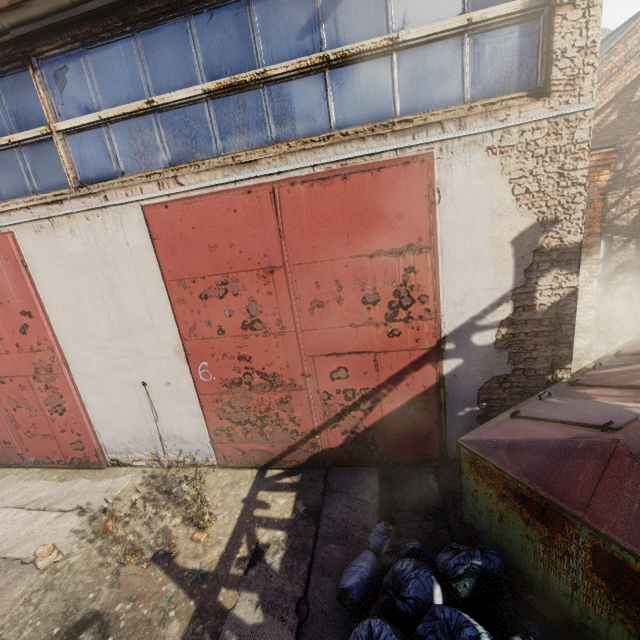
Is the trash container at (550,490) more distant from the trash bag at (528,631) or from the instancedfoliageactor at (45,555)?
the instancedfoliageactor at (45,555)

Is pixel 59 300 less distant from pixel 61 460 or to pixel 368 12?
pixel 61 460

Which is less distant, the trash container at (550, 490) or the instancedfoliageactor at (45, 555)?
the trash container at (550, 490)

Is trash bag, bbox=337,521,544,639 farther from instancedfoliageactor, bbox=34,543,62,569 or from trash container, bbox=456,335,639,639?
instancedfoliageactor, bbox=34,543,62,569

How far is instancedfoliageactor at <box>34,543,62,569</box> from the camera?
4.18m

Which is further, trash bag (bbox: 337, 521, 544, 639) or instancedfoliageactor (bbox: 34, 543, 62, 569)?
instancedfoliageactor (bbox: 34, 543, 62, 569)

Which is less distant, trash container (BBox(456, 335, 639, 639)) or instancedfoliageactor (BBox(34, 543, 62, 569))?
trash container (BBox(456, 335, 639, 639))

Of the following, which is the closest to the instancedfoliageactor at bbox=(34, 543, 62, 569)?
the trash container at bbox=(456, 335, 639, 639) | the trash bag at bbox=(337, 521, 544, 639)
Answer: the trash bag at bbox=(337, 521, 544, 639)
